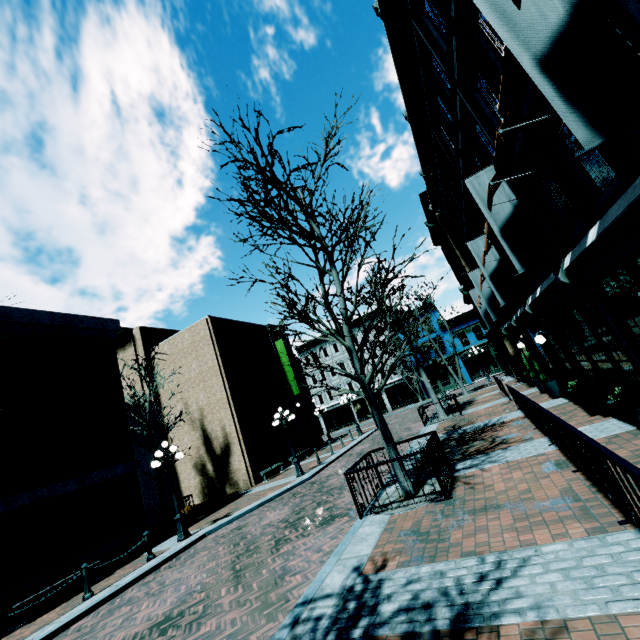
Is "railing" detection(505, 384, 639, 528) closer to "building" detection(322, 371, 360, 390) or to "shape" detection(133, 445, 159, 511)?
"shape" detection(133, 445, 159, 511)

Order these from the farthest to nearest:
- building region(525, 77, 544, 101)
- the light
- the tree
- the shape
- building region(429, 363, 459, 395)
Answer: building region(429, 363, 459, 395)
the shape
the light
the tree
building region(525, 77, 544, 101)

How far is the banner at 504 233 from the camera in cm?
759

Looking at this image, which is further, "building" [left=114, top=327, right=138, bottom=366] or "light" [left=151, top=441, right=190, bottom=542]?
"building" [left=114, top=327, right=138, bottom=366]

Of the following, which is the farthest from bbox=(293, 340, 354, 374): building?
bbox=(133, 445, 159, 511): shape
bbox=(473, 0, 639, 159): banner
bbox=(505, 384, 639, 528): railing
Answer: bbox=(473, 0, 639, 159): banner

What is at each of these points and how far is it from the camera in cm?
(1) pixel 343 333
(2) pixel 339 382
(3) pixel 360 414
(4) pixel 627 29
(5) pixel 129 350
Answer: (1) tree, 950
(2) building, 4572
(3) building, 4400
(4) building, 355
(5) building, 2500

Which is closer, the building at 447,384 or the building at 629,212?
the building at 629,212

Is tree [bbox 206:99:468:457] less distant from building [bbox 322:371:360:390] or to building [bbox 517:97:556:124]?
building [bbox 517:97:556:124]
